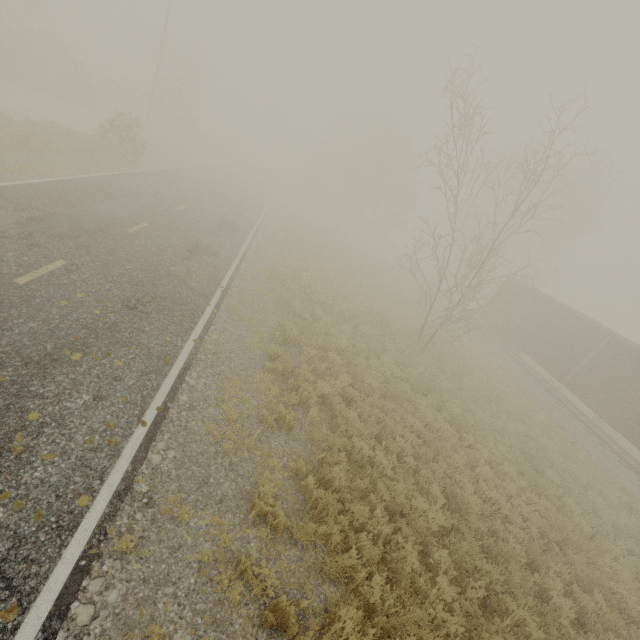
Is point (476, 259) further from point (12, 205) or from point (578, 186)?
point (578, 186)
